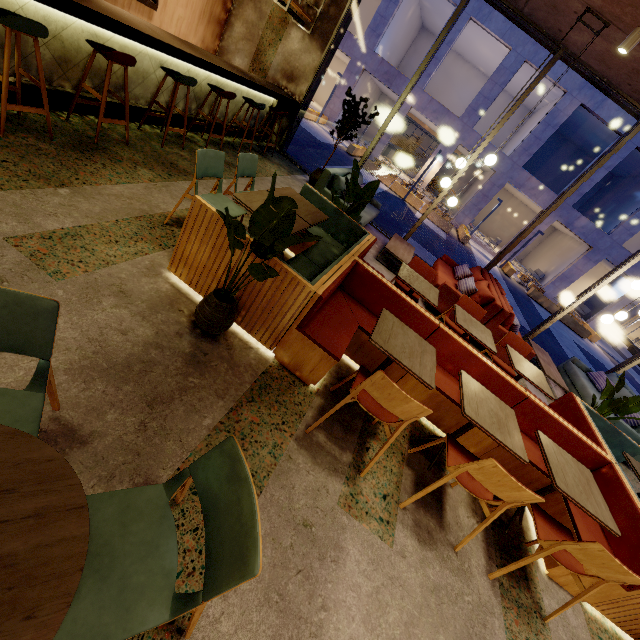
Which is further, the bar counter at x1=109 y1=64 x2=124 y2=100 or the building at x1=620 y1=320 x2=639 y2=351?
the building at x1=620 y1=320 x2=639 y2=351

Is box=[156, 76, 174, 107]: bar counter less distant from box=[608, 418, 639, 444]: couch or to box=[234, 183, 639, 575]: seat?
box=[234, 183, 639, 575]: seat

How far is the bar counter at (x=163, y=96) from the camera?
4.9 meters

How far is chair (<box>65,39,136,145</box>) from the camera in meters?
3.4 m

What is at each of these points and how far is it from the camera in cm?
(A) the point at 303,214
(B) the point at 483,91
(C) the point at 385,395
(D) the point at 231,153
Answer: (A) table, 364
(B) building, 1941
(C) chair, 220
(D) building, 616

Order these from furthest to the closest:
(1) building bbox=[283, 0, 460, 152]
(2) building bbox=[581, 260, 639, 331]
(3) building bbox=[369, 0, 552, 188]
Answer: (2) building bbox=[581, 260, 639, 331]
(1) building bbox=[283, 0, 460, 152]
(3) building bbox=[369, 0, 552, 188]

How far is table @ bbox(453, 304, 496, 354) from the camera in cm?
399

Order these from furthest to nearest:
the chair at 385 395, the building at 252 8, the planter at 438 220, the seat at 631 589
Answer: the planter at 438 220 → the building at 252 8 → the seat at 631 589 → the chair at 385 395
